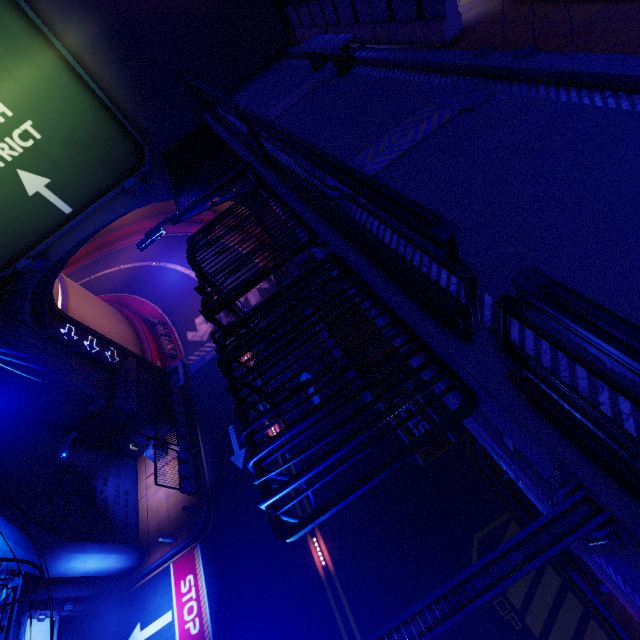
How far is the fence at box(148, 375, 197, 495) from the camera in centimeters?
1750cm

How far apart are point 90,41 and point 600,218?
14.09m

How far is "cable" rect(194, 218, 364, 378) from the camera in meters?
4.2

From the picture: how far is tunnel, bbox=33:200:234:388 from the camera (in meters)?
19.61

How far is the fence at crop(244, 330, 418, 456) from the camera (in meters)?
3.42

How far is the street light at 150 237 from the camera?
7.2 meters

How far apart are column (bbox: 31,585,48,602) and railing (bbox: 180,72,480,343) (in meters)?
20.38

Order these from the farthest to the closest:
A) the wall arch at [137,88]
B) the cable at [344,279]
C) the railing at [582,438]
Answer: the wall arch at [137,88]
the cable at [344,279]
the railing at [582,438]
